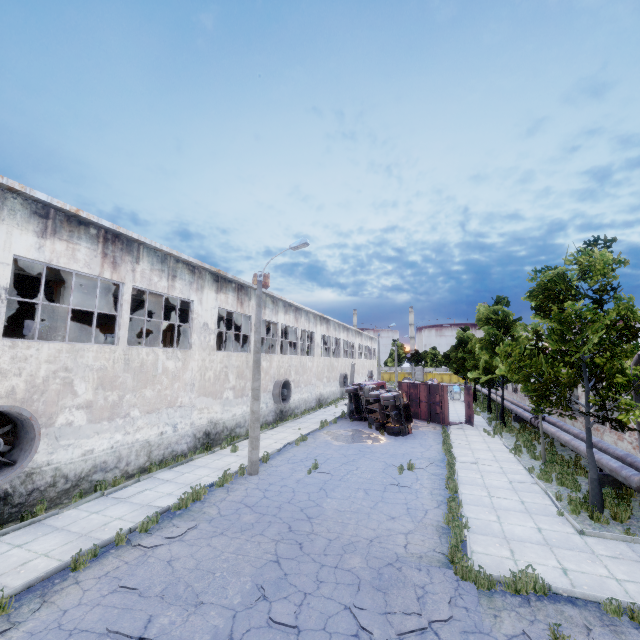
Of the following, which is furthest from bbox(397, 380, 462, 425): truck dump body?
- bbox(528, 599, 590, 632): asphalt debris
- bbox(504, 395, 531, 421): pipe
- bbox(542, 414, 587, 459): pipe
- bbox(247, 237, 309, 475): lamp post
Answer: bbox(528, 599, 590, 632): asphalt debris

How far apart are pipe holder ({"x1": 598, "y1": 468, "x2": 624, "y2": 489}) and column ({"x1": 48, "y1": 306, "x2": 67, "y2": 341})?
21.94m

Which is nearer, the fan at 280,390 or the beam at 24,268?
the beam at 24,268

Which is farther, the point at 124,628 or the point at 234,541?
the point at 234,541

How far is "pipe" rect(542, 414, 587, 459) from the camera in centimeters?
→ 1430cm

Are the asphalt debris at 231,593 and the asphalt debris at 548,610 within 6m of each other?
yes

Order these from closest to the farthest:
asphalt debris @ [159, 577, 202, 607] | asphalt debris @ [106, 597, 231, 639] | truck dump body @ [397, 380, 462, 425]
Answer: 1. asphalt debris @ [106, 597, 231, 639]
2. asphalt debris @ [159, 577, 202, 607]
3. truck dump body @ [397, 380, 462, 425]

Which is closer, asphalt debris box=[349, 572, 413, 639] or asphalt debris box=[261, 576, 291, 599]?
asphalt debris box=[349, 572, 413, 639]
